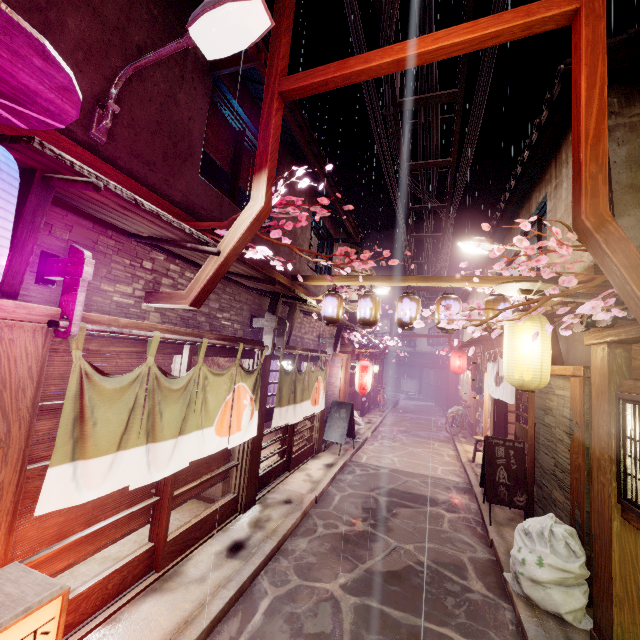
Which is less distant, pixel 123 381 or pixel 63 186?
pixel 63 186

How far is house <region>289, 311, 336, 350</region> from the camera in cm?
1448

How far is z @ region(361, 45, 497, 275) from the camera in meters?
10.6

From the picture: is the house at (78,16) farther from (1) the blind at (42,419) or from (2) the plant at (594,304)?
(2) the plant at (594,304)

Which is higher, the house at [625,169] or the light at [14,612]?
the house at [625,169]

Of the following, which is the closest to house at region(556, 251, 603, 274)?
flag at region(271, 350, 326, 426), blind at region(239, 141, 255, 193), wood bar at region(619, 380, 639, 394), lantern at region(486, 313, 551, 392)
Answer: lantern at region(486, 313, 551, 392)

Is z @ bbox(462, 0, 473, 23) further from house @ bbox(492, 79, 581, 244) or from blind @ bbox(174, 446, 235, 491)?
blind @ bbox(174, 446, 235, 491)

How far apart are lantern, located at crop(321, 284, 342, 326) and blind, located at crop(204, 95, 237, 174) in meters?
5.4 m
